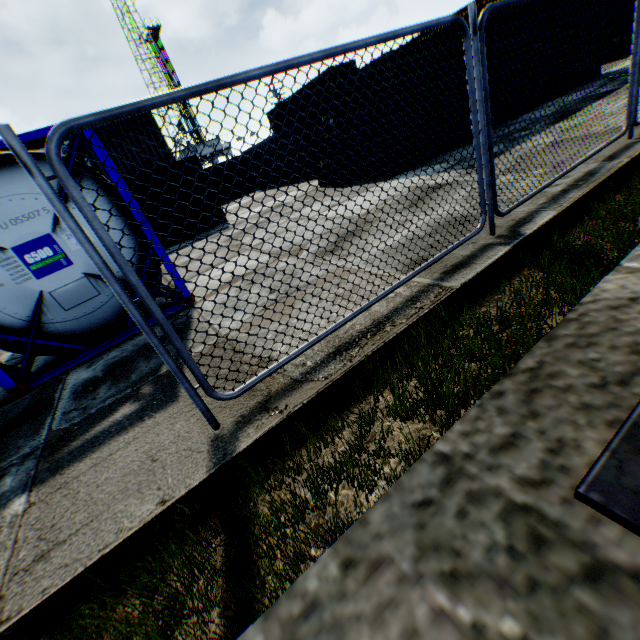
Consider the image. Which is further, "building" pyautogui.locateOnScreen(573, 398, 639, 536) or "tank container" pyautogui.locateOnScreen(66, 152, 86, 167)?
"tank container" pyautogui.locateOnScreen(66, 152, 86, 167)

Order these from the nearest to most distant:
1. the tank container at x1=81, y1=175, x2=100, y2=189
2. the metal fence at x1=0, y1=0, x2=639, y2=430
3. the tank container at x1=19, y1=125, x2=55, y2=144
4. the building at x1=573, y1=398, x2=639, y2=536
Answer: the building at x1=573, y1=398, x2=639, y2=536 < the metal fence at x1=0, y1=0, x2=639, y2=430 < the tank container at x1=19, y1=125, x2=55, y2=144 < the tank container at x1=81, y1=175, x2=100, y2=189

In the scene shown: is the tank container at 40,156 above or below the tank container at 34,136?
below

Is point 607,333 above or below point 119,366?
Answer: above

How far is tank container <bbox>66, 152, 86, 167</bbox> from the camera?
4.5 meters

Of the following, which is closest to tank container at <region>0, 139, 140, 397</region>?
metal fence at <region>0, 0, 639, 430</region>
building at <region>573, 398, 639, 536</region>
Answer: metal fence at <region>0, 0, 639, 430</region>

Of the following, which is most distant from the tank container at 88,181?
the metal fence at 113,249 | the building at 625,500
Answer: the building at 625,500
